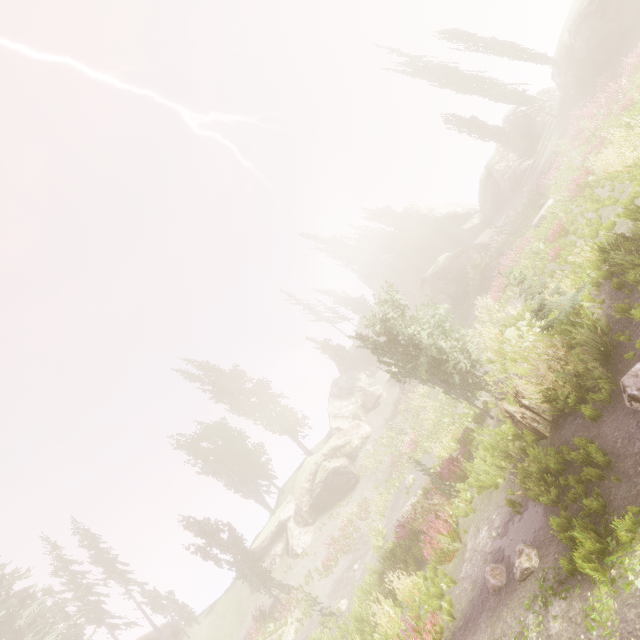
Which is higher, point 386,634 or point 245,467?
point 245,467

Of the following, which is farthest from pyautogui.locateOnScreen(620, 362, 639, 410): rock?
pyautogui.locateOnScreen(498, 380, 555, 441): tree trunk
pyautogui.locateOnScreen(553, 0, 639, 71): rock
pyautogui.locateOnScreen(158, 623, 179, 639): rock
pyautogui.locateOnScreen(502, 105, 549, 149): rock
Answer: pyautogui.locateOnScreen(158, 623, 179, 639): rock

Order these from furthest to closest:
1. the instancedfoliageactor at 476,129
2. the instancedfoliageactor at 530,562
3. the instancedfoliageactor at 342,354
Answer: the instancedfoliageactor at 342,354
the instancedfoliageactor at 476,129
the instancedfoliageactor at 530,562

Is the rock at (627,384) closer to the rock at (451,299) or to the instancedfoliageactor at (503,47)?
the instancedfoliageactor at (503,47)

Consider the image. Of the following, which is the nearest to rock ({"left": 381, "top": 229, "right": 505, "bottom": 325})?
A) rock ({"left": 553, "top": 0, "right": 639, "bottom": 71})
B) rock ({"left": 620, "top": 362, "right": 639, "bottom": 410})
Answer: rock ({"left": 553, "top": 0, "right": 639, "bottom": 71})

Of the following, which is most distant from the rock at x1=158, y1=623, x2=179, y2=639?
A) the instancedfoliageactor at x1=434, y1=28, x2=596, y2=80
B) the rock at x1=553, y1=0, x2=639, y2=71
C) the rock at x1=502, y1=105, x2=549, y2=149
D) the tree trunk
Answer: the rock at x1=553, y1=0, x2=639, y2=71

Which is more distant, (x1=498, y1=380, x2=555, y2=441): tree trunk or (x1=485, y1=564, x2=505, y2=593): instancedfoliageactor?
(x1=498, y1=380, x2=555, y2=441): tree trunk

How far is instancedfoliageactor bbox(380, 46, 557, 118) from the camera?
32.0 meters
